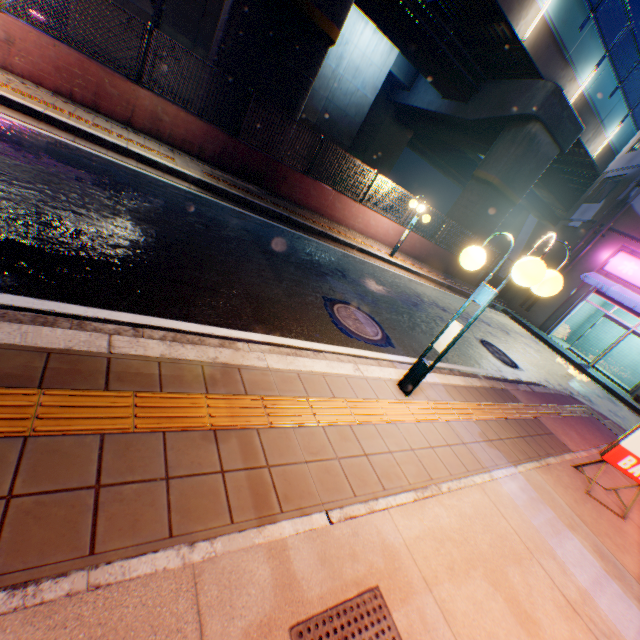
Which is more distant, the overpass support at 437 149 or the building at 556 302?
the building at 556 302

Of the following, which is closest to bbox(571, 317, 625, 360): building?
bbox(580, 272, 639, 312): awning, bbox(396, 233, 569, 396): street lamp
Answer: bbox(580, 272, 639, 312): awning

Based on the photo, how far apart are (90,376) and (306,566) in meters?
1.9

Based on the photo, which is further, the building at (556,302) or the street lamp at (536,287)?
the building at (556,302)

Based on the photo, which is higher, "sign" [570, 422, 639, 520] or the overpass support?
the overpass support

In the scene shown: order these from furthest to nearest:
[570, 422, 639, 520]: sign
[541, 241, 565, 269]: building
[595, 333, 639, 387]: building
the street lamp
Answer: [541, 241, 565, 269]: building
[595, 333, 639, 387]: building
[570, 422, 639, 520]: sign
the street lamp

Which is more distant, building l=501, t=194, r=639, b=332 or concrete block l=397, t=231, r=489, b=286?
building l=501, t=194, r=639, b=332

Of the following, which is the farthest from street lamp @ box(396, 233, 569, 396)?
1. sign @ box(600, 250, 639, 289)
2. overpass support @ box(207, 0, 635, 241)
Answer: sign @ box(600, 250, 639, 289)
